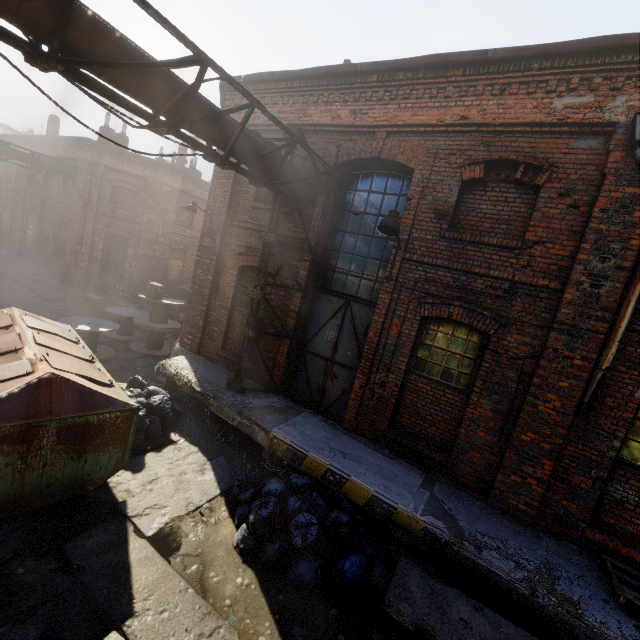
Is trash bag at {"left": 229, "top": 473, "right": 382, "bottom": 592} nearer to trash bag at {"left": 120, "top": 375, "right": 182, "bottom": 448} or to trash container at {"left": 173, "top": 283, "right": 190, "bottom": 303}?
trash bag at {"left": 120, "top": 375, "right": 182, "bottom": 448}

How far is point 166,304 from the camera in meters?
11.3

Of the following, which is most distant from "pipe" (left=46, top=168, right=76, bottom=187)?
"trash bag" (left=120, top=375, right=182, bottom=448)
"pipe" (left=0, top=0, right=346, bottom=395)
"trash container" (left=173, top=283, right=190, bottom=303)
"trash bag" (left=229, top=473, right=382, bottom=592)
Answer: "trash bag" (left=229, top=473, right=382, bottom=592)

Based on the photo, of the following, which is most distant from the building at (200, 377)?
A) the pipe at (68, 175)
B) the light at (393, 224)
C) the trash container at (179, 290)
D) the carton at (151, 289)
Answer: the pipe at (68, 175)

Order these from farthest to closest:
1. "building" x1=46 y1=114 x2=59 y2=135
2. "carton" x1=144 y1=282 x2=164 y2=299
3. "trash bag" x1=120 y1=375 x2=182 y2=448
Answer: "building" x1=46 y1=114 x2=59 y2=135
"carton" x1=144 y1=282 x2=164 y2=299
"trash bag" x1=120 y1=375 x2=182 y2=448

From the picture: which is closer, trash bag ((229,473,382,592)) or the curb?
trash bag ((229,473,382,592))

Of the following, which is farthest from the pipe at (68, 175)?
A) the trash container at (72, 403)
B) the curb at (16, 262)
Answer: the trash container at (72, 403)

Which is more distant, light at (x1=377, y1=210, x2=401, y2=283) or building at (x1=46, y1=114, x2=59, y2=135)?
building at (x1=46, y1=114, x2=59, y2=135)
